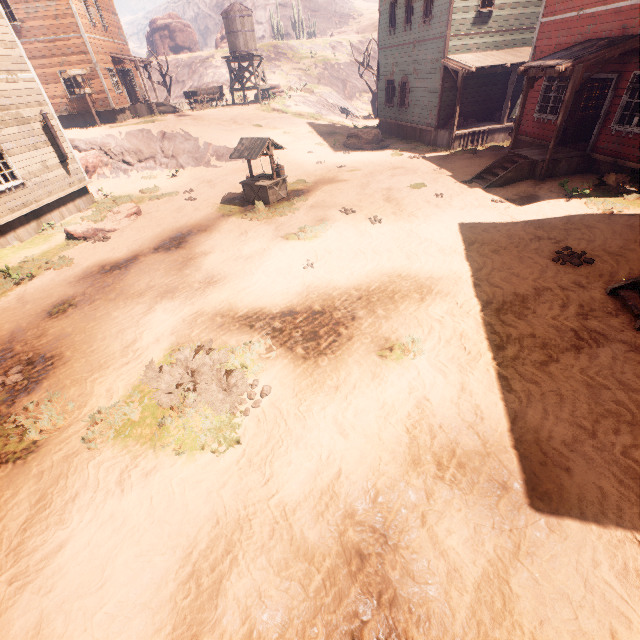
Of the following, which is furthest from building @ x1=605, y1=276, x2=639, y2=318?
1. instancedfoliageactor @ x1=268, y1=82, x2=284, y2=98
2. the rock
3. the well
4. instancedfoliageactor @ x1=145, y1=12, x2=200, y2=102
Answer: instancedfoliageactor @ x1=145, y1=12, x2=200, y2=102

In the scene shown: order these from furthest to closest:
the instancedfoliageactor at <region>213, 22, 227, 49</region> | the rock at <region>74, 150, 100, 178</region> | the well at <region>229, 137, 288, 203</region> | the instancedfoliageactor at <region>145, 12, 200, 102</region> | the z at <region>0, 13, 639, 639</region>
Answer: the instancedfoliageactor at <region>213, 22, 227, 49</region>
the instancedfoliageactor at <region>145, 12, 200, 102</region>
the rock at <region>74, 150, 100, 178</region>
the well at <region>229, 137, 288, 203</region>
the z at <region>0, 13, 639, 639</region>

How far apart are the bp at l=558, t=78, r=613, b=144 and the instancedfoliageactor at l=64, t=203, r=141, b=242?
17.39m

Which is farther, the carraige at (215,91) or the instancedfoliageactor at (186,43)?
the instancedfoliageactor at (186,43)

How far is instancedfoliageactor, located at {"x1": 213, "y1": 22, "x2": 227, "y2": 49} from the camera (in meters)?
44.25

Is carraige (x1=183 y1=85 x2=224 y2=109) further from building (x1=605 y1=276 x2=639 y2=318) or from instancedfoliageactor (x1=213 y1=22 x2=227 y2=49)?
instancedfoliageactor (x1=213 y1=22 x2=227 y2=49)

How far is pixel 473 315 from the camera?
6.4 meters

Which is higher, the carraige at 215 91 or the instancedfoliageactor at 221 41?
the instancedfoliageactor at 221 41
